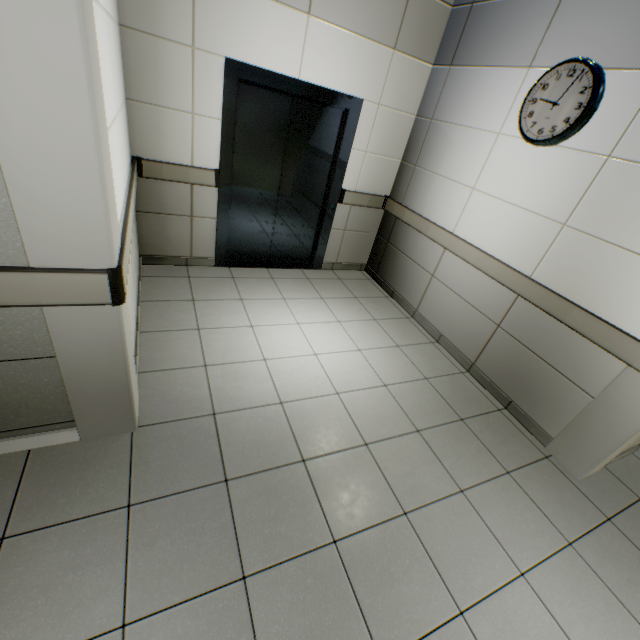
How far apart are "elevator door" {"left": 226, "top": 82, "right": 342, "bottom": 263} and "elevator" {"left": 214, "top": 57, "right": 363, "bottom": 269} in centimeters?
0cm

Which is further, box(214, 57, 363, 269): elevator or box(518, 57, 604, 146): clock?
box(214, 57, 363, 269): elevator

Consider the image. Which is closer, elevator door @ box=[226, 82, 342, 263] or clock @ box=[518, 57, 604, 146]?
clock @ box=[518, 57, 604, 146]

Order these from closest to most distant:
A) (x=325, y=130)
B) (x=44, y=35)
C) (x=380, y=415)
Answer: (x=44, y=35) → (x=380, y=415) → (x=325, y=130)

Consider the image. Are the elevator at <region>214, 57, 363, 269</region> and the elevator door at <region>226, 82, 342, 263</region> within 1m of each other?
yes

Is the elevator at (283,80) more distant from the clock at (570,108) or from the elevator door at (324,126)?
the clock at (570,108)

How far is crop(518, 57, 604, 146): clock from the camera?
Answer: 2.29m

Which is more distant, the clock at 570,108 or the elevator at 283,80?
the elevator at 283,80
